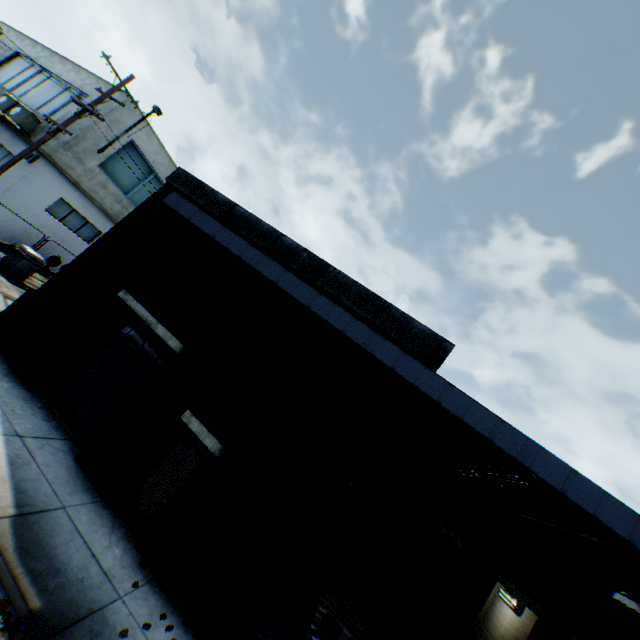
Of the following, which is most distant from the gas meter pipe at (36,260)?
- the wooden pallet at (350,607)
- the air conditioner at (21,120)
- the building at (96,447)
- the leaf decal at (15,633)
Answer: the wooden pallet at (350,607)

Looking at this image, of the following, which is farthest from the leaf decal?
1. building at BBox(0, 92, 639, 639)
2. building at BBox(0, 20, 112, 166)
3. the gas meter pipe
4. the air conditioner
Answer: the air conditioner

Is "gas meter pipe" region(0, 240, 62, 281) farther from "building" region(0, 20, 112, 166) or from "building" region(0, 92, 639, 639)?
"building" region(0, 92, 639, 639)

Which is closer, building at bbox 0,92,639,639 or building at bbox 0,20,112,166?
building at bbox 0,92,639,639

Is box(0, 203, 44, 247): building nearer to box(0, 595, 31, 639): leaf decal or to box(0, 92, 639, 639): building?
box(0, 92, 639, 639): building

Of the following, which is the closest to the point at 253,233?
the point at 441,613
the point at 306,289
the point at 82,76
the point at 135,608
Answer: the point at 306,289

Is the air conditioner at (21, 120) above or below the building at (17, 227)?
above

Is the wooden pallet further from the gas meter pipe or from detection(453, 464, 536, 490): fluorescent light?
the gas meter pipe
